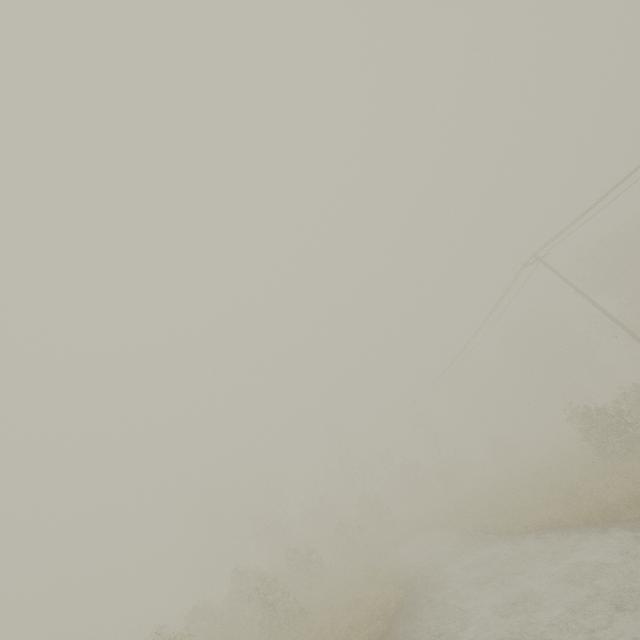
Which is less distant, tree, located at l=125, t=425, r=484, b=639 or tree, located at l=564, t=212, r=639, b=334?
tree, located at l=125, t=425, r=484, b=639

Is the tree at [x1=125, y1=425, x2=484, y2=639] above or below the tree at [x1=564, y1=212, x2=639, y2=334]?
below

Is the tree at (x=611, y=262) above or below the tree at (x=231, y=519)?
above

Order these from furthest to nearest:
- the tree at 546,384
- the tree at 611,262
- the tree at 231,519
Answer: the tree at 611,262 → the tree at 231,519 → the tree at 546,384

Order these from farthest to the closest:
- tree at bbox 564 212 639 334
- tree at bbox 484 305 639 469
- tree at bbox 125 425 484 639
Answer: tree at bbox 564 212 639 334 → tree at bbox 125 425 484 639 → tree at bbox 484 305 639 469

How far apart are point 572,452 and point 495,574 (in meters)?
17.25

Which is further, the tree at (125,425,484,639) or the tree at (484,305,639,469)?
the tree at (125,425,484,639)
